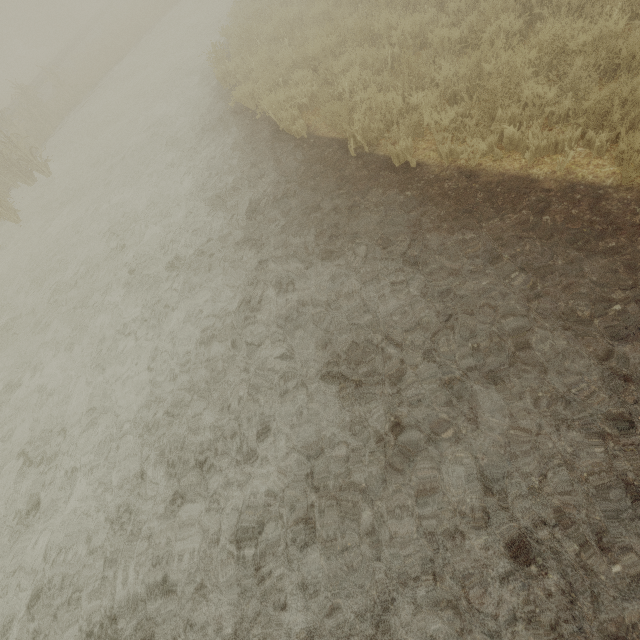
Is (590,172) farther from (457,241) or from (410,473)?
(410,473)
